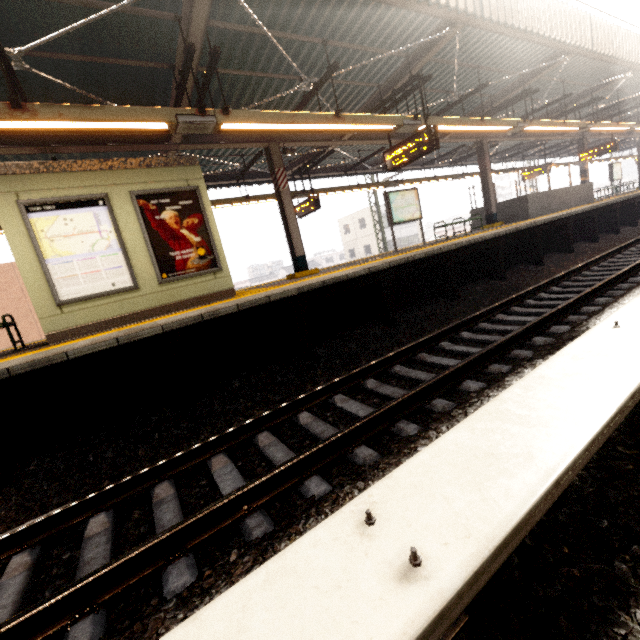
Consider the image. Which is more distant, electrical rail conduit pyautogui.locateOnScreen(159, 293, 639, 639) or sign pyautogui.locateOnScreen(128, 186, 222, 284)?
sign pyautogui.locateOnScreen(128, 186, 222, 284)

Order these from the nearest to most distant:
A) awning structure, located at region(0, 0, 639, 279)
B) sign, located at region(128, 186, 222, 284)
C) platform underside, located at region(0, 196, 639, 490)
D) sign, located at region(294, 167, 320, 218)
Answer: platform underside, located at region(0, 196, 639, 490), awning structure, located at region(0, 0, 639, 279), sign, located at region(128, 186, 222, 284), sign, located at region(294, 167, 320, 218)

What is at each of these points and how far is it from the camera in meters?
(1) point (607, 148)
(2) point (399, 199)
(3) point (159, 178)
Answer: (1) sign, 15.8 m
(2) sign, 11.1 m
(3) elevator, 6.3 m

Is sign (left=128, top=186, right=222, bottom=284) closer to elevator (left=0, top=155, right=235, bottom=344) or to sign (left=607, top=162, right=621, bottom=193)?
elevator (left=0, top=155, right=235, bottom=344)

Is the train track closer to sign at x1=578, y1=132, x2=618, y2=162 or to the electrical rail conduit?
the electrical rail conduit

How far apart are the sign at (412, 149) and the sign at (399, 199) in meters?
2.2 m

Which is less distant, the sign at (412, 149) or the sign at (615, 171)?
the sign at (412, 149)

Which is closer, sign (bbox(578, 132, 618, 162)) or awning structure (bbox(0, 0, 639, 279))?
awning structure (bbox(0, 0, 639, 279))
